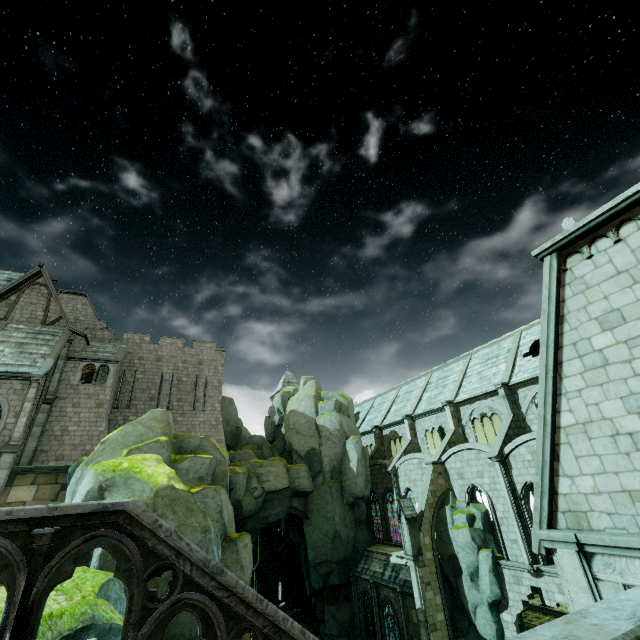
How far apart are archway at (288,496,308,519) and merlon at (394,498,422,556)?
10.1 meters

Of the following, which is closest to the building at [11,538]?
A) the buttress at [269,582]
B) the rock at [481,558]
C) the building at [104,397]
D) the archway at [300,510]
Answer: the rock at [481,558]

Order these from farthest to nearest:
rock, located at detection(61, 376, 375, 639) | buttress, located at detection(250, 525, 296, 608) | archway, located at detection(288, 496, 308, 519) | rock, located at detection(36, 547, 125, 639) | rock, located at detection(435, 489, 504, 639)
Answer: buttress, located at detection(250, 525, 296, 608) < archway, located at detection(288, 496, 308, 519) < rock, located at detection(435, 489, 504, 639) < rock, located at detection(61, 376, 375, 639) < rock, located at detection(36, 547, 125, 639)

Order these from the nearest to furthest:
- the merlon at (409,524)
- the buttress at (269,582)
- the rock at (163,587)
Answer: the rock at (163,587), the merlon at (409,524), the buttress at (269,582)

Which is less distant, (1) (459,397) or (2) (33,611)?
(2) (33,611)

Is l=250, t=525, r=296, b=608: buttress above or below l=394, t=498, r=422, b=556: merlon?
below

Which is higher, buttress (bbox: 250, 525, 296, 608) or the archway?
the archway

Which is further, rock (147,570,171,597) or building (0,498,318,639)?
rock (147,570,171,597)
